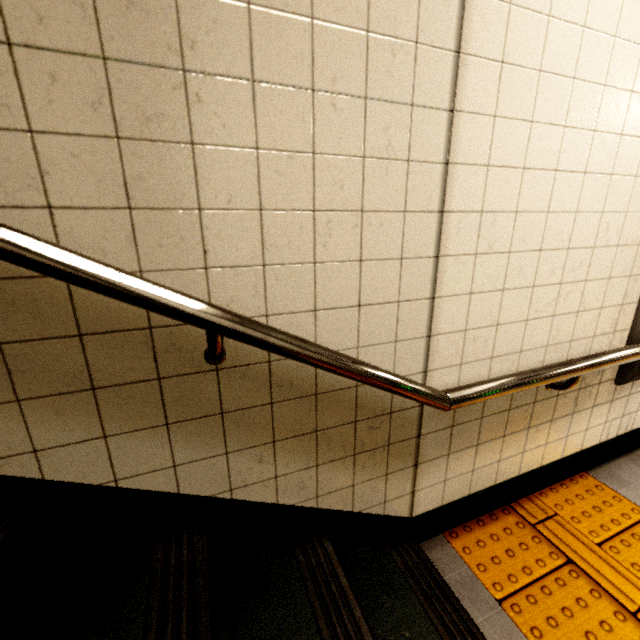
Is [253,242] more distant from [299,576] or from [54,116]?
[299,576]

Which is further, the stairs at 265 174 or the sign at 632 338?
the sign at 632 338

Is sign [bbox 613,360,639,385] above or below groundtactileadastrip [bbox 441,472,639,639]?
above

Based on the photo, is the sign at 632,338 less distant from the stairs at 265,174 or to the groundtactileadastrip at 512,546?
the groundtactileadastrip at 512,546

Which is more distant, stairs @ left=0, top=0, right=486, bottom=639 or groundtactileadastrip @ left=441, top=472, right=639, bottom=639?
groundtactileadastrip @ left=441, top=472, right=639, bottom=639

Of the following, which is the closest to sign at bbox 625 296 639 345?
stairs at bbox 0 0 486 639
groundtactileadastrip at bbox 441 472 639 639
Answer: groundtactileadastrip at bbox 441 472 639 639

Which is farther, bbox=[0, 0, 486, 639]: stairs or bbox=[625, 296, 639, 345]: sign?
bbox=[625, 296, 639, 345]: sign
